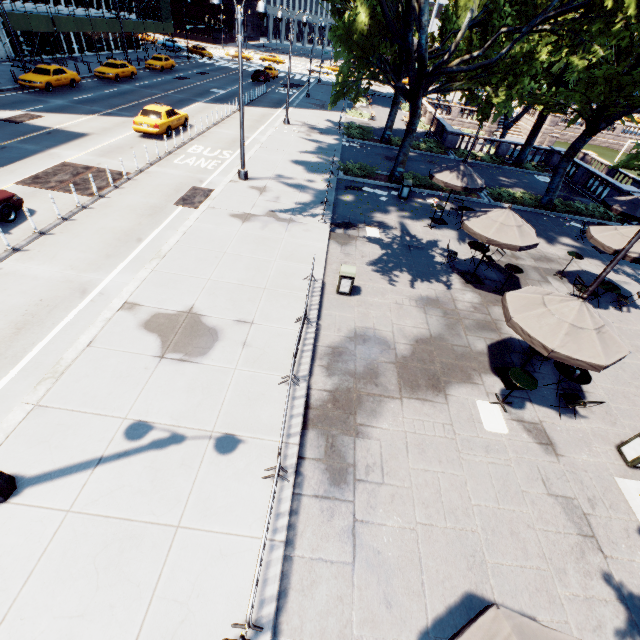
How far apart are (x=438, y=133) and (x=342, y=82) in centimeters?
1843cm

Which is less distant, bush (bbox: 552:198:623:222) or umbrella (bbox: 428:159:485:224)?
umbrella (bbox: 428:159:485:224)

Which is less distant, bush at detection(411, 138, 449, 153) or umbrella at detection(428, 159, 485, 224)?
umbrella at detection(428, 159, 485, 224)

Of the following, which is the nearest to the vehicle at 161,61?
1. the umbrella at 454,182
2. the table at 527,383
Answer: the umbrella at 454,182

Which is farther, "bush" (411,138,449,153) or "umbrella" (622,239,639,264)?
"bush" (411,138,449,153)

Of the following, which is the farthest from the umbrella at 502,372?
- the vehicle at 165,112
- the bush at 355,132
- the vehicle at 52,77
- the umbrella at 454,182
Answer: the vehicle at 52,77

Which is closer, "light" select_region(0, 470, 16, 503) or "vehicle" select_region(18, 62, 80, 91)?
"light" select_region(0, 470, 16, 503)

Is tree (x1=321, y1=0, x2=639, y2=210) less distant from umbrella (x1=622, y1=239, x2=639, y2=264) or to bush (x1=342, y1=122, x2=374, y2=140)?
bush (x1=342, y1=122, x2=374, y2=140)
